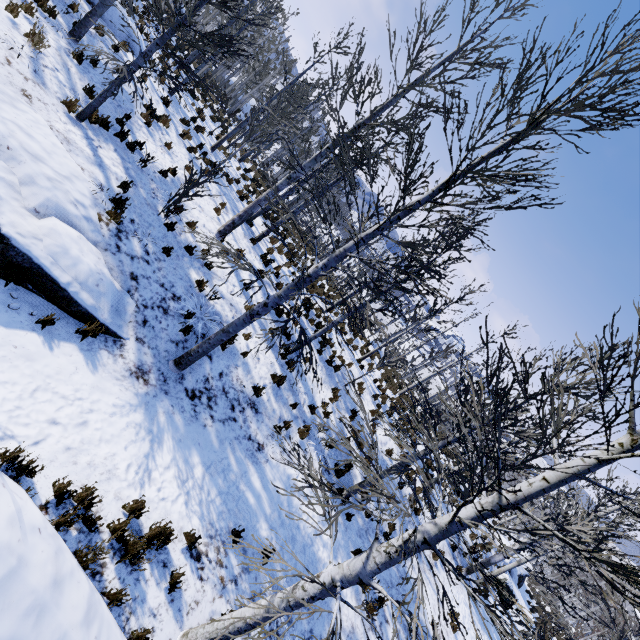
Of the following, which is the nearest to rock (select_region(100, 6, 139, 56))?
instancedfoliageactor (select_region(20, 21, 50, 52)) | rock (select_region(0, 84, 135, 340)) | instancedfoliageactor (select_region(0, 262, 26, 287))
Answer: instancedfoliageactor (select_region(20, 21, 50, 52))

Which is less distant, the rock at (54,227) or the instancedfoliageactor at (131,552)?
the instancedfoliageactor at (131,552)

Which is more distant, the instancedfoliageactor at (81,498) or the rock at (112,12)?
the rock at (112,12)

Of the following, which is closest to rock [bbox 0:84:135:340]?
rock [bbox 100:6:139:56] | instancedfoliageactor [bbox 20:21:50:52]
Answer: instancedfoliageactor [bbox 20:21:50:52]

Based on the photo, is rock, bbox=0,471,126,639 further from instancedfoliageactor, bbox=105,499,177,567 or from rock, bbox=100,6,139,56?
rock, bbox=100,6,139,56

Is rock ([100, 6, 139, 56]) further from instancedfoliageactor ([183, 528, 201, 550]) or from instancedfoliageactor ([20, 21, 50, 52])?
instancedfoliageactor ([183, 528, 201, 550])

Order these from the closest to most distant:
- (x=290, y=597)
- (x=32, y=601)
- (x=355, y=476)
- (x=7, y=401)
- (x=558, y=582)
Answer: (x=32, y=601)
(x=290, y=597)
(x=7, y=401)
(x=355, y=476)
(x=558, y=582)
